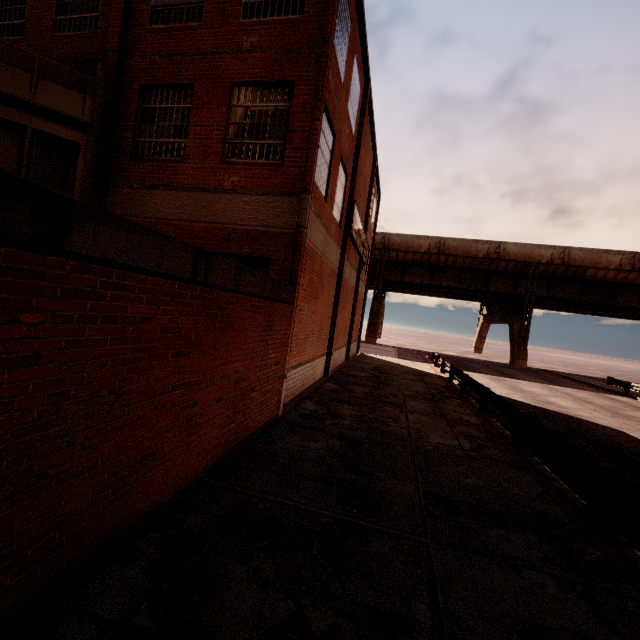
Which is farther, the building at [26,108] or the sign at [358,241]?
the sign at [358,241]

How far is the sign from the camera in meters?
14.7 m

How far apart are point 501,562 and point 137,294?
5.5m

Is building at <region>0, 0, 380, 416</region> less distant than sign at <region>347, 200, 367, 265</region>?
Yes

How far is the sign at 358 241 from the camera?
14.72m
